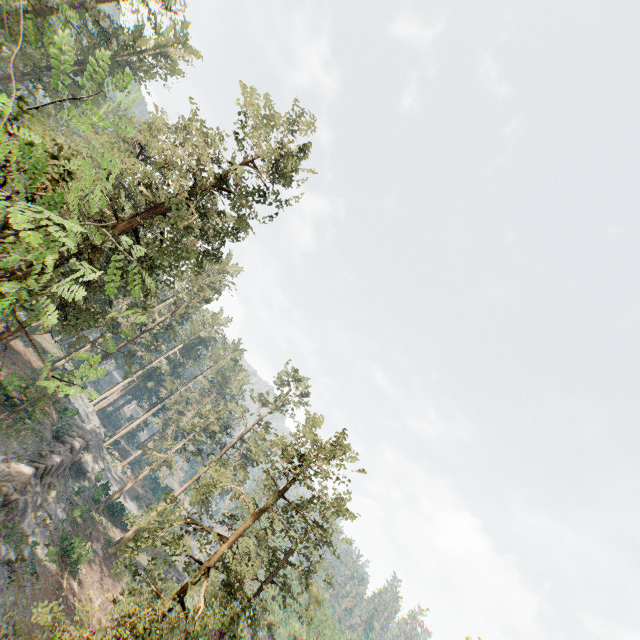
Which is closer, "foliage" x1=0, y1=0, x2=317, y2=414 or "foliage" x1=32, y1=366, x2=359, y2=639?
"foliage" x1=0, y1=0, x2=317, y2=414

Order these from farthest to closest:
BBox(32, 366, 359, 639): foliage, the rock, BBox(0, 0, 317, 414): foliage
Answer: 1. the rock
2. BBox(32, 366, 359, 639): foliage
3. BBox(0, 0, 317, 414): foliage

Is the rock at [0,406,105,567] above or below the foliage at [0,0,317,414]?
below

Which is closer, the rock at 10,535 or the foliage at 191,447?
the foliage at 191,447

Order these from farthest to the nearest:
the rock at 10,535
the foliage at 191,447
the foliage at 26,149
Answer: the rock at 10,535
the foliage at 191,447
the foliage at 26,149

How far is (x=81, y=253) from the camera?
20.1m

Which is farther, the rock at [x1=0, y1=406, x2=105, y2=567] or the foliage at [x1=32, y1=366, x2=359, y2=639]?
the rock at [x1=0, y1=406, x2=105, y2=567]
